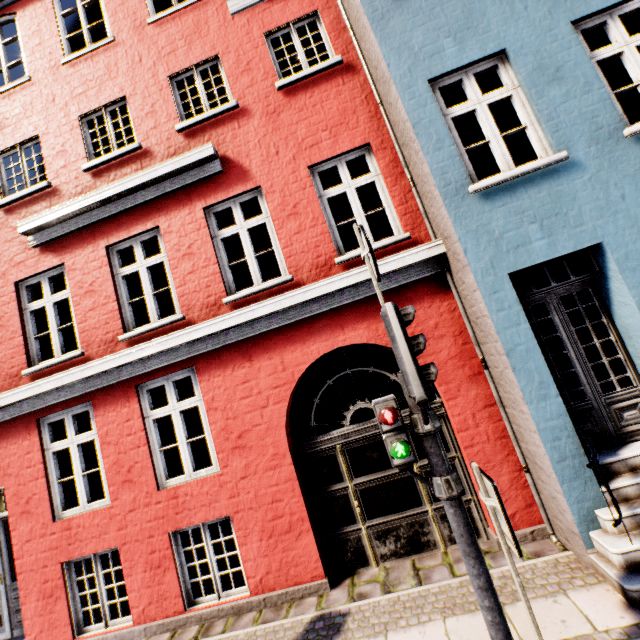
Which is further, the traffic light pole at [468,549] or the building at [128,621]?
the building at [128,621]

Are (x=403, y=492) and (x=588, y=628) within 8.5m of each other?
yes

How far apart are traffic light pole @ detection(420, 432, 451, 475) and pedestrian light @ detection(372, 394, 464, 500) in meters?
0.0

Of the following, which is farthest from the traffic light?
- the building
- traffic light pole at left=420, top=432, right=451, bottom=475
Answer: the building

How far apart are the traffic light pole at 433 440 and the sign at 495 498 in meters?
0.2 m

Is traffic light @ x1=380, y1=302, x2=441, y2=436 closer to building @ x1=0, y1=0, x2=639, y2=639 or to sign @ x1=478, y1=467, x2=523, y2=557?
sign @ x1=478, y1=467, x2=523, y2=557

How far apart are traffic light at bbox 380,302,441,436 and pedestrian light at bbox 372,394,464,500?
0.11m

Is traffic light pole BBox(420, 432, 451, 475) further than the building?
No
